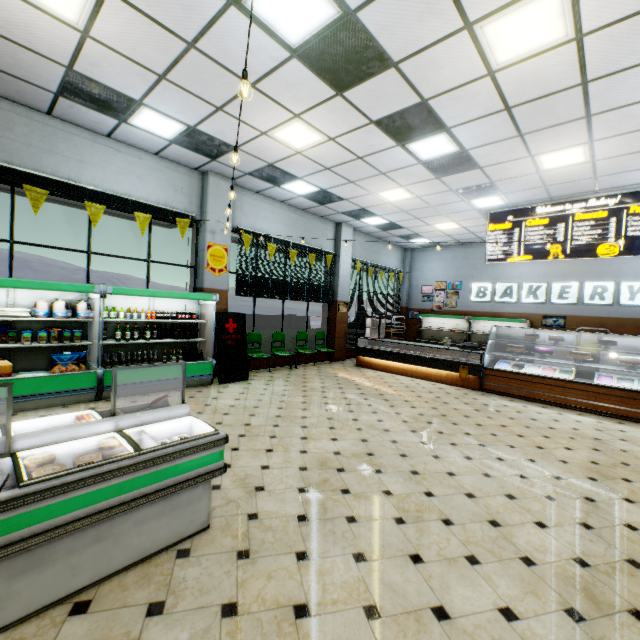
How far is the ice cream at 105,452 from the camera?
2.1 meters

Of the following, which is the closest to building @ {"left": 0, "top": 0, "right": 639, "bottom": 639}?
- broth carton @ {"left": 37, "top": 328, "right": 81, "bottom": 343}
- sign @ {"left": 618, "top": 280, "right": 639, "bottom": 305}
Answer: sign @ {"left": 618, "top": 280, "right": 639, "bottom": 305}

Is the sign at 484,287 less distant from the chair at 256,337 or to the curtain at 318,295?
the curtain at 318,295

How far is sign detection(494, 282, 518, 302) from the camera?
12.4 meters

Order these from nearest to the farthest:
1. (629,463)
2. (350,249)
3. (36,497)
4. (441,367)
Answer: (36,497) < (629,463) < (441,367) < (350,249)

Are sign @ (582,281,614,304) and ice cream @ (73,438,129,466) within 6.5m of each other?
no

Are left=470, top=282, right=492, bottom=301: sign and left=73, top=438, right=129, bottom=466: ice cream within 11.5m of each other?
no

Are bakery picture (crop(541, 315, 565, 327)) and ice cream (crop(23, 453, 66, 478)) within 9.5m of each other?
no
